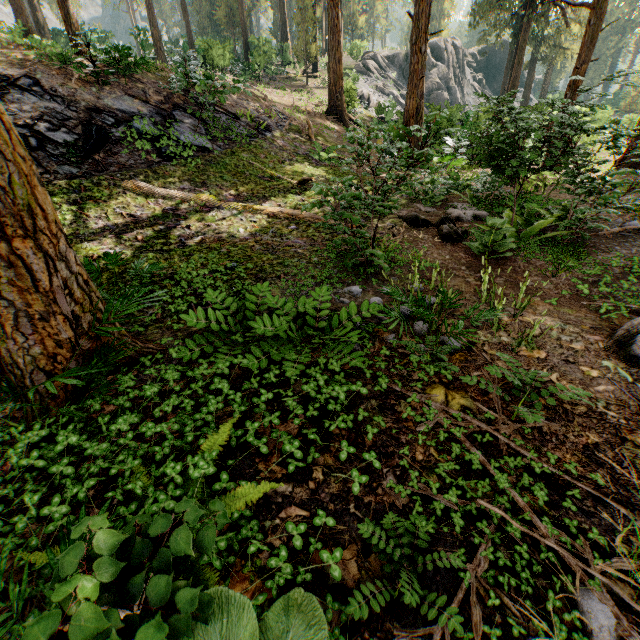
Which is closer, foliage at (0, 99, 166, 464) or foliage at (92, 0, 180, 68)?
foliage at (0, 99, 166, 464)

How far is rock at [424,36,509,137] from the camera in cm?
1900

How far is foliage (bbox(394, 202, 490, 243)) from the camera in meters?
6.7

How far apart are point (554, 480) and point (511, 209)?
7.9 meters

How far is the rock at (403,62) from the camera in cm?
3759

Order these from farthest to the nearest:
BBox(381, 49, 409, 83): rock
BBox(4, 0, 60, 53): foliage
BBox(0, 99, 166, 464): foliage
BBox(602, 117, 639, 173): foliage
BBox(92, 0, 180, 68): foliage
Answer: BBox(381, 49, 409, 83): rock
BBox(92, 0, 180, 68): foliage
BBox(4, 0, 60, 53): foliage
BBox(602, 117, 639, 173): foliage
BBox(0, 99, 166, 464): foliage

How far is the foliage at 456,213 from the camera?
6.7m
